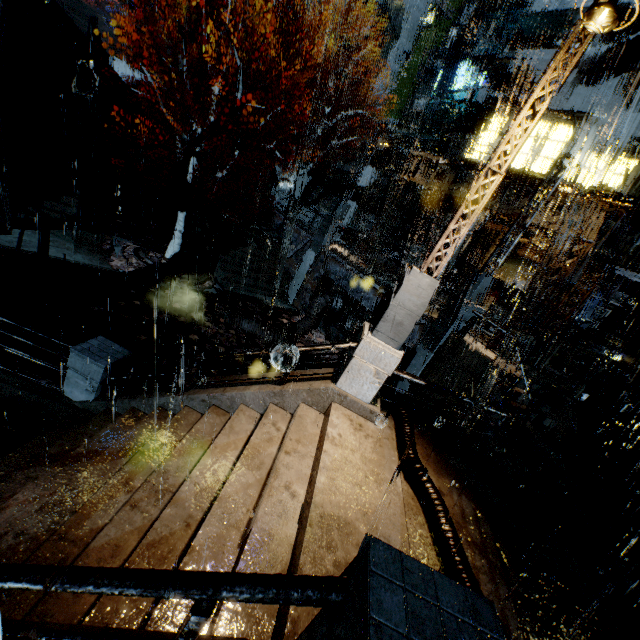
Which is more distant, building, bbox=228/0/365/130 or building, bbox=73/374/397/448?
building, bbox=228/0/365/130

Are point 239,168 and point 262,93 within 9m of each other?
no

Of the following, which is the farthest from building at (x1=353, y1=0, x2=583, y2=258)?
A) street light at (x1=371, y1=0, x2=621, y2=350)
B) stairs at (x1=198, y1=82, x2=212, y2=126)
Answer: street light at (x1=371, y1=0, x2=621, y2=350)

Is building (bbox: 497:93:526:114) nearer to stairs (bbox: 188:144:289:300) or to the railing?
the railing

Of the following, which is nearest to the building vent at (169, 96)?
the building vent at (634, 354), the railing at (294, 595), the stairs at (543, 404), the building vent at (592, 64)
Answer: the building vent at (592, 64)

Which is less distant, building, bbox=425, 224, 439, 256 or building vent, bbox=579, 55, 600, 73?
building vent, bbox=579, 55, 600, 73

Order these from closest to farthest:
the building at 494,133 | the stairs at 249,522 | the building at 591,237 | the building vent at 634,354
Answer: the stairs at 249,522, the building at 591,237, the building vent at 634,354, the building at 494,133

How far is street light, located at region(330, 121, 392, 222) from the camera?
18.12m
